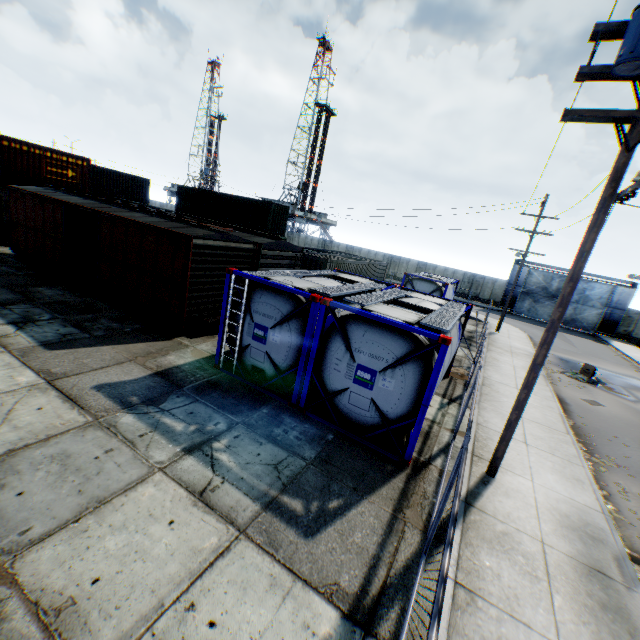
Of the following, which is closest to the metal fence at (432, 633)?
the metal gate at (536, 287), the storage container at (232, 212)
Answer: the storage container at (232, 212)

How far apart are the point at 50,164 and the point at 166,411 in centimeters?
2316cm

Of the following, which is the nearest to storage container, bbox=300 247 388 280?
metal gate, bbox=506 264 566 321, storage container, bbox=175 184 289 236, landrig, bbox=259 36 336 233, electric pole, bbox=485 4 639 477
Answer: storage container, bbox=175 184 289 236

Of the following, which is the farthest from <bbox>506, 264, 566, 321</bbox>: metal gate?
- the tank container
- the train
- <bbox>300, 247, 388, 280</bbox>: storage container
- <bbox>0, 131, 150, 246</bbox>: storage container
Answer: <bbox>0, 131, 150, 246</bbox>: storage container

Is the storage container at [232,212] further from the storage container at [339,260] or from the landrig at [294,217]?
the landrig at [294,217]

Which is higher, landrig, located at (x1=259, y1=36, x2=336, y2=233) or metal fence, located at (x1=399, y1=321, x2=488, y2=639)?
landrig, located at (x1=259, y1=36, x2=336, y2=233)

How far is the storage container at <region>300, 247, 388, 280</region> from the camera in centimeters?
1928cm

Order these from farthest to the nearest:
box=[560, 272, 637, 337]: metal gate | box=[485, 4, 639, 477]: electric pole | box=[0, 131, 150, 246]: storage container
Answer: box=[560, 272, 637, 337]: metal gate < box=[0, 131, 150, 246]: storage container < box=[485, 4, 639, 477]: electric pole
